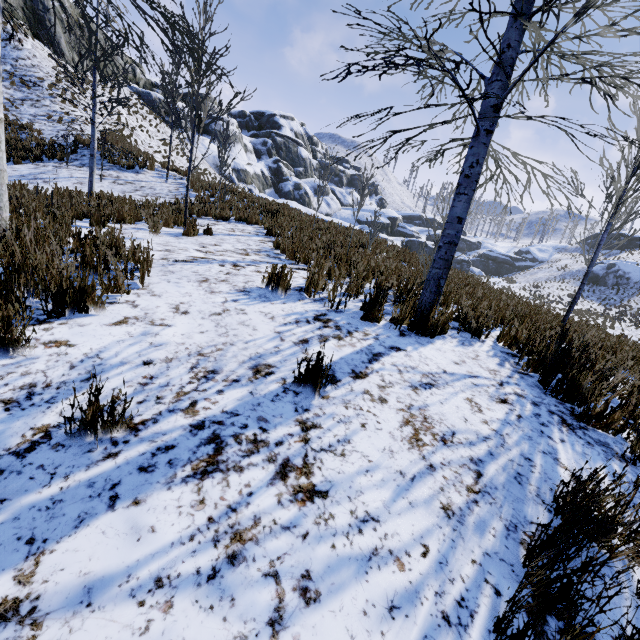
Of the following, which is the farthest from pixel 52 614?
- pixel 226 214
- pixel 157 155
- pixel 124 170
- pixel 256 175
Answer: pixel 256 175

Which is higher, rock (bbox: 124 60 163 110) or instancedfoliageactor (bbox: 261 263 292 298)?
rock (bbox: 124 60 163 110)

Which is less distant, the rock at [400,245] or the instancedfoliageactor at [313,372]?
the instancedfoliageactor at [313,372]

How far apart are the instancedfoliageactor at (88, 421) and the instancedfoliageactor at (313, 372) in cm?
109

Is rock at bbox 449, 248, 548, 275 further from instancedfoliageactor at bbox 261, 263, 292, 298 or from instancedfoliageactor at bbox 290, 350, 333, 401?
instancedfoliageactor at bbox 290, 350, 333, 401

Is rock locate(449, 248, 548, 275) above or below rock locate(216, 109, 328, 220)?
below

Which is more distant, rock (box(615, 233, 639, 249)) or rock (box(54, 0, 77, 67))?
rock (box(615, 233, 639, 249))

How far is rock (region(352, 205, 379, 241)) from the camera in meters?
12.6 m
